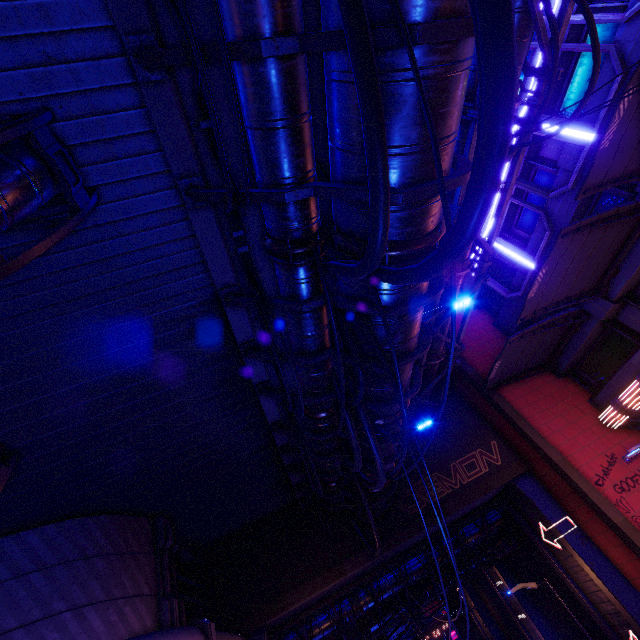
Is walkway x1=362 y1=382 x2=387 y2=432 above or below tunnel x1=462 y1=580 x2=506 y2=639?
above

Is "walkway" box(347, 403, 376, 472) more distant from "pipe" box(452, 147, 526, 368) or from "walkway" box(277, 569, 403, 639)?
"walkway" box(277, 569, 403, 639)

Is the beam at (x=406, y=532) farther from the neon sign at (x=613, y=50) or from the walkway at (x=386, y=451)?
the neon sign at (x=613, y=50)

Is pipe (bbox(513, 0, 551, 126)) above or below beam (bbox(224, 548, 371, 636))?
above

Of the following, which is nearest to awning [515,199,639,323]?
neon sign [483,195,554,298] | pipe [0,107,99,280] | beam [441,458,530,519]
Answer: neon sign [483,195,554,298]

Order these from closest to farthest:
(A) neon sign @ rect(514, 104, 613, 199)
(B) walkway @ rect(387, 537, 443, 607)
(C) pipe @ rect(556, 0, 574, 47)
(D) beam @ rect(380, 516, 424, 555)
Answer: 1. (C) pipe @ rect(556, 0, 574, 47)
2. (A) neon sign @ rect(514, 104, 613, 199)
3. (D) beam @ rect(380, 516, 424, 555)
4. (B) walkway @ rect(387, 537, 443, 607)

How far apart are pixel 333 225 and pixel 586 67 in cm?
1417

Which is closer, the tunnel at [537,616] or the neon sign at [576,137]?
the neon sign at [576,137]
